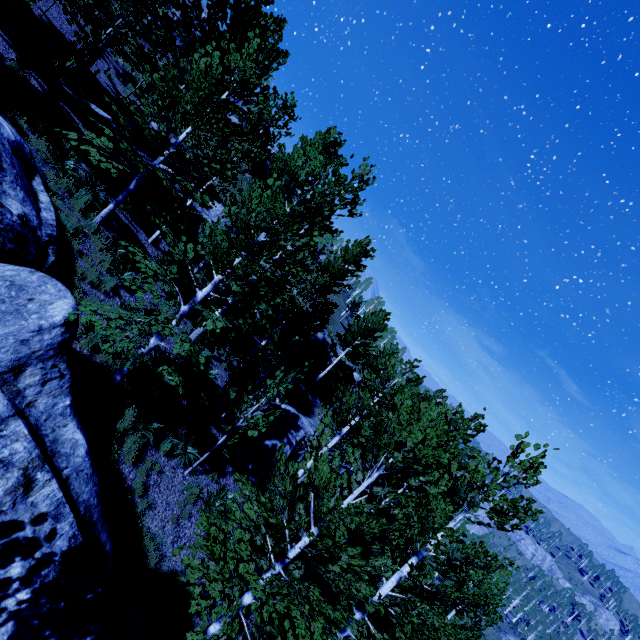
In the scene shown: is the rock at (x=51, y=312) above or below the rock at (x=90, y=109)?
below

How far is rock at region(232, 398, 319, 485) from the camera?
13.5m

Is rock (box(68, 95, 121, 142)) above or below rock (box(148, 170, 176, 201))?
above

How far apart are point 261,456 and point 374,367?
16.90m

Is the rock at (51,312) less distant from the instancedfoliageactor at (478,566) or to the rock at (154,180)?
the instancedfoliageactor at (478,566)

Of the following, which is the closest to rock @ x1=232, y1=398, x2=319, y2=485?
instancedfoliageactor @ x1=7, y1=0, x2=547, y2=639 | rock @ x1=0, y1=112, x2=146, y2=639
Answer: instancedfoliageactor @ x1=7, y1=0, x2=547, y2=639

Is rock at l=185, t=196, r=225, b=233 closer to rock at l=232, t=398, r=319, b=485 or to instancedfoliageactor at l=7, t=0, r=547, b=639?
instancedfoliageactor at l=7, t=0, r=547, b=639
